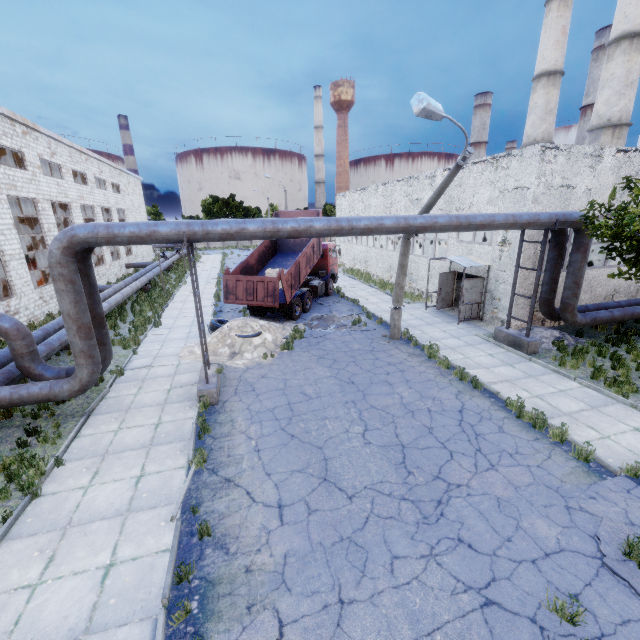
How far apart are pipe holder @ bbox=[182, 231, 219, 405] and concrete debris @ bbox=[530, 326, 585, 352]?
12.26m

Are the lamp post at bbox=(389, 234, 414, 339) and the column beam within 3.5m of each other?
no

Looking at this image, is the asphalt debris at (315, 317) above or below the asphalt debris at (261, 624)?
above

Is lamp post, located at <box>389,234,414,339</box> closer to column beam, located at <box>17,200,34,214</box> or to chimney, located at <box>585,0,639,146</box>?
column beam, located at <box>17,200,34,214</box>

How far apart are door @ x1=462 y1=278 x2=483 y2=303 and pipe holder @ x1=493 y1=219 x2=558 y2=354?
2.71m

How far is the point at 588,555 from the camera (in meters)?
5.23

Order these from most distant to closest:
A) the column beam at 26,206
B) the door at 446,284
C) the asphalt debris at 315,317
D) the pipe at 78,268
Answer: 1. the column beam at 26,206
2. the door at 446,284
3. the asphalt debris at 315,317
4. the pipe at 78,268

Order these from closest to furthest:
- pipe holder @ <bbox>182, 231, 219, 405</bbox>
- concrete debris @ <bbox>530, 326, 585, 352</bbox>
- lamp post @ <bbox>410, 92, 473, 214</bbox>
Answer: lamp post @ <bbox>410, 92, 473, 214</bbox> < pipe holder @ <bbox>182, 231, 219, 405</bbox> < concrete debris @ <bbox>530, 326, 585, 352</bbox>
